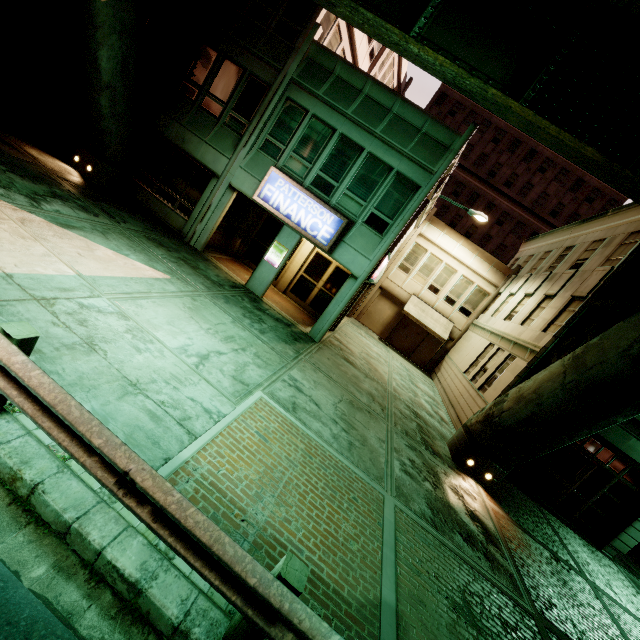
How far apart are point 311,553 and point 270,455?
1.6m

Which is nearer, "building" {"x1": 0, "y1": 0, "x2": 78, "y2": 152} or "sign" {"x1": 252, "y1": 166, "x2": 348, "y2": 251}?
"building" {"x1": 0, "y1": 0, "x2": 78, "y2": 152}

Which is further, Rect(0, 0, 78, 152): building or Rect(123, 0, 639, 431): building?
Rect(123, 0, 639, 431): building

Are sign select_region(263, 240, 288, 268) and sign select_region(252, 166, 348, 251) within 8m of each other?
yes

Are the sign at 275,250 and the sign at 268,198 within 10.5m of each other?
yes

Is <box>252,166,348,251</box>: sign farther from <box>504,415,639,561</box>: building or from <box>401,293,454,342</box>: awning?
<box>401,293,454,342</box>: awning

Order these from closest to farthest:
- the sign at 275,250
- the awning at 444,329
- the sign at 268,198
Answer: the sign at 268,198 < the sign at 275,250 < the awning at 444,329

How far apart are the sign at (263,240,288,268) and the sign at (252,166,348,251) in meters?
1.0 m
